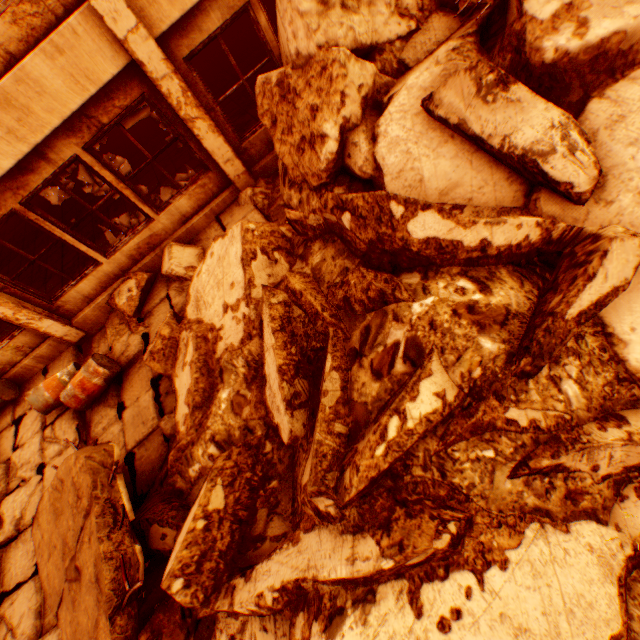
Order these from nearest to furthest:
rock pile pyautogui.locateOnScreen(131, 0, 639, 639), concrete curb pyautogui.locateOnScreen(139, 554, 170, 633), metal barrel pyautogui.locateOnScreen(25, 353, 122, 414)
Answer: rock pile pyautogui.locateOnScreen(131, 0, 639, 639) < concrete curb pyautogui.locateOnScreen(139, 554, 170, 633) < metal barrel pyautogui.locateOnScreen(25, 353, 122, 414)

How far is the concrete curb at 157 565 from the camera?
3.9m

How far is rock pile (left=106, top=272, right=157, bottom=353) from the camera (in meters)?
6.50

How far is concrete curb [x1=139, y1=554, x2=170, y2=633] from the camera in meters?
3.9 m

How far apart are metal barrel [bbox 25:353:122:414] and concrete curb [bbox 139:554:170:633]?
3.00m

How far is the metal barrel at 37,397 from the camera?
5.6m

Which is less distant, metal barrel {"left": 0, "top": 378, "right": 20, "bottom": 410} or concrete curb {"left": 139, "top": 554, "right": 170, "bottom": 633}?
concrete curb {"left": 139, "top": 554, "right": 170, "bottom": 633}

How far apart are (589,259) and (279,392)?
2.98m
